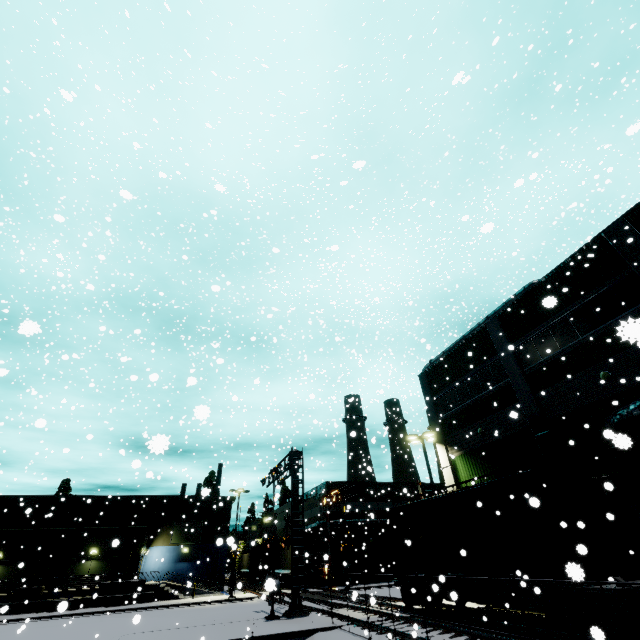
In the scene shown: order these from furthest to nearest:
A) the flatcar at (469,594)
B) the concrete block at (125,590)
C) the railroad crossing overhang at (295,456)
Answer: the concrete block at (125,590), the railroad crossing overhang at (295,456), the flatcar at (469,594)

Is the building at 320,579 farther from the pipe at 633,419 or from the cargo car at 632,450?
the cargo car at 632,450

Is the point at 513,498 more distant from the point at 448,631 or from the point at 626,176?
the point at 626,176

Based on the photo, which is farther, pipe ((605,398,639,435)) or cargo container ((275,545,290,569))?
cargo container ((275,545,290,569))

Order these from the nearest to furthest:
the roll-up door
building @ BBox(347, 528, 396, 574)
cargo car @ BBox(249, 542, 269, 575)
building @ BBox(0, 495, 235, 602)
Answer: the roll-up door
building @ BBox(0, 495, 235, 602)
building @ BBox(347, 528, 396, 574)
cargo car @ BBox(249, 542, 269, 575)

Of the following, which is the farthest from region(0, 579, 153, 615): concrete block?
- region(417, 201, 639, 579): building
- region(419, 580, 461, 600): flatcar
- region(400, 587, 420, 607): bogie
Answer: region(400, 587, 420, 607): bogie

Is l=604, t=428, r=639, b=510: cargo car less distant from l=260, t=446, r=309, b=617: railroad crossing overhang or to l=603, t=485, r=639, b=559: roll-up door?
l=603, t=485, r=639, b=559: roll-up door

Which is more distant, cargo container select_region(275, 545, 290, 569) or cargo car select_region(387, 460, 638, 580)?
cargo container select_region(275, 545, 290, 569)
